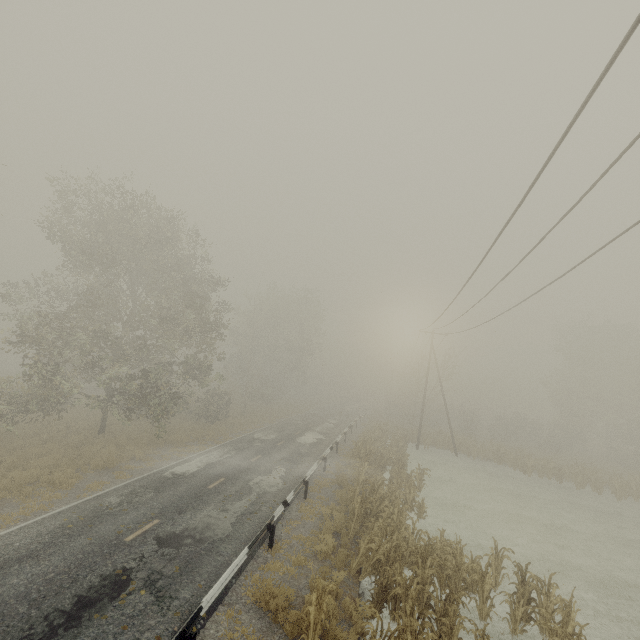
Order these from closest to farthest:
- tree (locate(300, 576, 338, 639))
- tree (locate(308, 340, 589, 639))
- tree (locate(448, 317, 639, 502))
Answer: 1. tree (locate(300, 576, 338, 639))
2. tree (locate(308, 340, 589, 639))
3. tree (locate(448, 317, 639, 502))

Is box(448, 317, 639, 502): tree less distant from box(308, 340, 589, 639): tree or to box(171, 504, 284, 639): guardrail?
box(171, 504, 284, 639): guardrail

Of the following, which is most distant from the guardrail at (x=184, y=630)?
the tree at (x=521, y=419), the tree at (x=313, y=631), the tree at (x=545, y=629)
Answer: the tree at (x=545, y=629)

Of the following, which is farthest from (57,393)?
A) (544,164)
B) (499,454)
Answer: (499,454)

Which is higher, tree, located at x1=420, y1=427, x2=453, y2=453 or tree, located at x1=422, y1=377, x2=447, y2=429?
tree, located at x1=422, y1=377, x2=447, y2=429

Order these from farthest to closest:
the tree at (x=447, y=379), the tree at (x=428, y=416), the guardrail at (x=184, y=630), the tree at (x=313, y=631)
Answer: the tree at (x=447, y=379) < the tree at (x=428, y=416) < the tree at (x=313, y=631) < the guardrail at (x=184, y=630)

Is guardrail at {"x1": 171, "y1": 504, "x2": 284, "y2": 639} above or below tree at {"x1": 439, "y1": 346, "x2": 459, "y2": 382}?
below

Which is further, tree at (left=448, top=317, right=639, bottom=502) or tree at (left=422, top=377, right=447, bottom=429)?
tree at (left=422, top=377, right=447, bottom=429)
